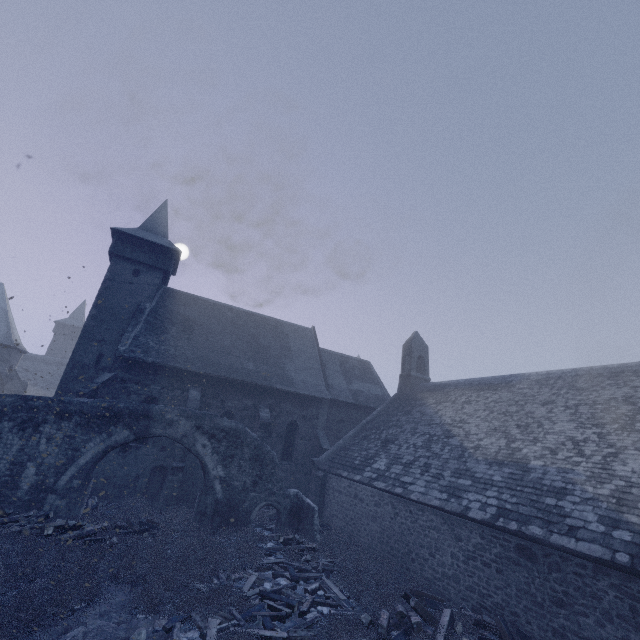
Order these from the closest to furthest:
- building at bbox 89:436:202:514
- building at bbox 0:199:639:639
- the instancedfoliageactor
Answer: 1. the instancedfoliageactor
2. building at bbox 0:199:639:639
3. building at bbox 89:436:202:514

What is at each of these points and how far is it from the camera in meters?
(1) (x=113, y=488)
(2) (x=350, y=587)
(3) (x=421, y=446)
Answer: (1) building, 16.0 m
(2) instancedfoliageactor, 10.0 m
(3) building, 15.4 m

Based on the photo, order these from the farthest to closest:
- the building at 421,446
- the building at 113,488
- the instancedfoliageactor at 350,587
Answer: the building at 113,488 → the building at 421,446 → the instancedfoliageactor at 350,587

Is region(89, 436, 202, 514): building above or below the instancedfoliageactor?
above

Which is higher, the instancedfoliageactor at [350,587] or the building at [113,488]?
the building at [113,488]

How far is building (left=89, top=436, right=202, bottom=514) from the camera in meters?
15.9

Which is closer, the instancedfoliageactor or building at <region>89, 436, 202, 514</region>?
the instancedfoliageactor
